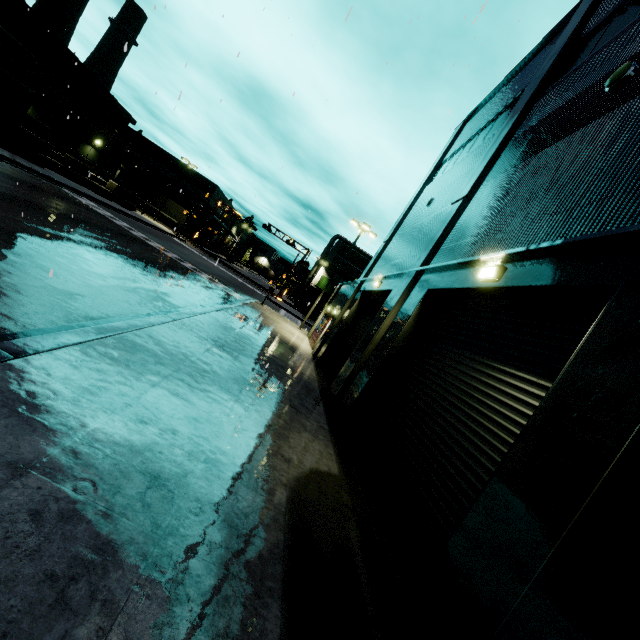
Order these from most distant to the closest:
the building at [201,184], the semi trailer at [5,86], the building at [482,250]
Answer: the building at [201,184] < the semi trailer at [5,86] < the building at [482,250]

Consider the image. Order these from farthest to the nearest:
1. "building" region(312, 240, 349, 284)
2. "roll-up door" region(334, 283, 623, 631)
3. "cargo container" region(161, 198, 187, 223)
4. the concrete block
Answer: "building" region(312, 240, 349, 284), "cargo container" region(161, 198, 187, 223), the concrete block, "roll-up door" region(334, 283, 623, 631)

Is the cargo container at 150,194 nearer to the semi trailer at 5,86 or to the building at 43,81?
the building at 43,81

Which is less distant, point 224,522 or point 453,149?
point 224,522

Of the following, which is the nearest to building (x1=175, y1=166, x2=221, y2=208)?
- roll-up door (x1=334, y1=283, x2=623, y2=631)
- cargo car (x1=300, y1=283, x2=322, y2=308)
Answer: roll-up door (x1=334, y1=283, x2=623, y2=631)

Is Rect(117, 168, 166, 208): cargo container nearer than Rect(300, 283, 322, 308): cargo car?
Yes

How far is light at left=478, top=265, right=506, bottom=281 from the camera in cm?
550

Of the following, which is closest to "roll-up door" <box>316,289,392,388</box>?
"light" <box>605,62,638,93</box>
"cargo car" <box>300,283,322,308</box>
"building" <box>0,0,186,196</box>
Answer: "building" <box>0,0,186,196</box>
